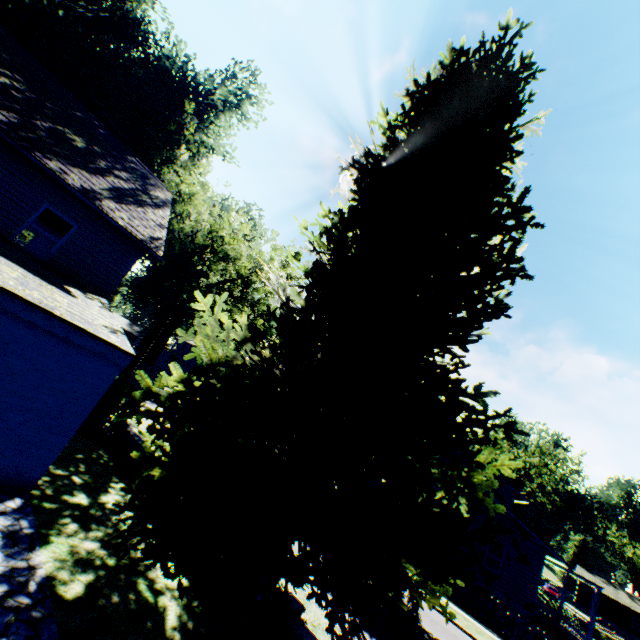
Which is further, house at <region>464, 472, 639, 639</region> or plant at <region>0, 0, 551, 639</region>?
house at <region>464, 472, 639, 639</region>

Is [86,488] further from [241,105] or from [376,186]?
[241,105]

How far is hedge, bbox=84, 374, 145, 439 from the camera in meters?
12.1 m

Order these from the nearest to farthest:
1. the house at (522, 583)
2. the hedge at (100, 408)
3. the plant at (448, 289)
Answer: the plant at (448, 289), the hedge at (100, 408), the house at (522, 583)

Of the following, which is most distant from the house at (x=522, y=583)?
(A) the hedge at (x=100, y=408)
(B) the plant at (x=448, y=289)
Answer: (A) the hedge at (x=100, y=408)

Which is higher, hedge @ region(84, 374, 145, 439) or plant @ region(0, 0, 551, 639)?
plant @ region(0, 0, 551, 639)

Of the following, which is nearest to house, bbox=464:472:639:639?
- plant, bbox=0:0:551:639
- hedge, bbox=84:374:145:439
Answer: plant, bbox=0:0:551:639

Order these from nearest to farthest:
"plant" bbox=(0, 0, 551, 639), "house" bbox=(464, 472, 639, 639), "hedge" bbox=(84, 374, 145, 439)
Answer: "plant" bbox=(0, 0, 551, 639) → "hedge" bbox=(84, 374, 145, 439) → "house" bbox=(464, 472, 639, 639)
